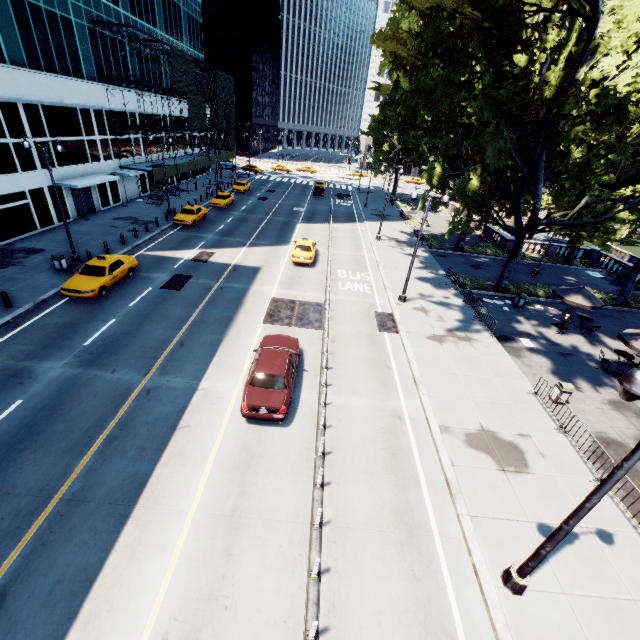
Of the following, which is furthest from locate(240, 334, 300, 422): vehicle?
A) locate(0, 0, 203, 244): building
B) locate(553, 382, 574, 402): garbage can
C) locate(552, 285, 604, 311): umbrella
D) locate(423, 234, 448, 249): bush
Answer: locate(423, 234, 448, 249): bush

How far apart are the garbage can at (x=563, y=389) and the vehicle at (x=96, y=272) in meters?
24.4 m

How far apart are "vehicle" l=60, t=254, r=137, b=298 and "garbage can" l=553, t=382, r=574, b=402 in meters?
24.4 m

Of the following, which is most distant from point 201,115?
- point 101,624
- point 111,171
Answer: point 101,624

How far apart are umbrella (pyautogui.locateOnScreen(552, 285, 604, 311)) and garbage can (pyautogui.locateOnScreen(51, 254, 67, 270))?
31.88m

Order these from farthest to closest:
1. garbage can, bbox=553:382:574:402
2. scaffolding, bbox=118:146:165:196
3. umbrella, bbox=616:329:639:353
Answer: scaffolding, bbox=118:146:165:196, umbrella, bbox=616:329:639:353, garbage can, bbox=553:382:574:402

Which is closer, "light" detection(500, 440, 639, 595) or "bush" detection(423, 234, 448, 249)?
"light" detection(500, 440, 639, 595)

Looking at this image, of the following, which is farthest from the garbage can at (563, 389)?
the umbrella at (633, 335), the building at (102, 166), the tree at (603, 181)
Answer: the building at (102, 166)
